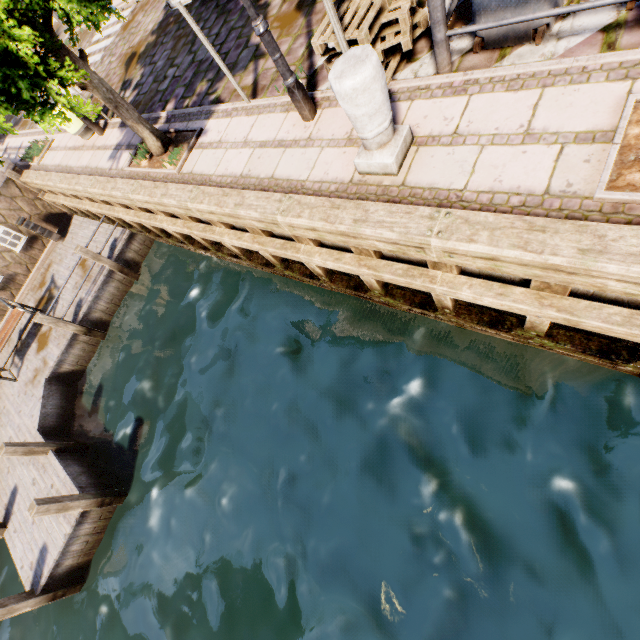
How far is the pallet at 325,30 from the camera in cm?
391

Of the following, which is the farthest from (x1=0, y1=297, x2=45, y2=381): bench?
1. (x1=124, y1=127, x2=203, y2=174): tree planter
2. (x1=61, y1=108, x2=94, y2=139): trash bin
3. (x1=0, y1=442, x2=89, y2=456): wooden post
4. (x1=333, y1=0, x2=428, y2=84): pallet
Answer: (x1=333, y1=0, x2=428, y2=84): pallet

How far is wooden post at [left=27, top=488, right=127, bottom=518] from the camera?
5.7m

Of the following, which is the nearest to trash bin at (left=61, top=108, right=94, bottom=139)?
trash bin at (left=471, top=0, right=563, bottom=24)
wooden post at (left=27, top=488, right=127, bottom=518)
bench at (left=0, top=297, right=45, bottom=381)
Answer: bench at (left=0, top=297, right=45, bottom=381)

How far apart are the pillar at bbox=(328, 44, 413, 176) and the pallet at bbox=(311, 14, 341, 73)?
0.90m

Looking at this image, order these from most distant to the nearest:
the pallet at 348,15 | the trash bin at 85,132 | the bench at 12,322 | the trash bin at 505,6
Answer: the bench at 12,322 → the trash bin at 85,132 → the pallet at 348,15 → the trash bin at 505,6

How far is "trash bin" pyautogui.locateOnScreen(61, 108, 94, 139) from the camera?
8.16m

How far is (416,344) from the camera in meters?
5.2 m
